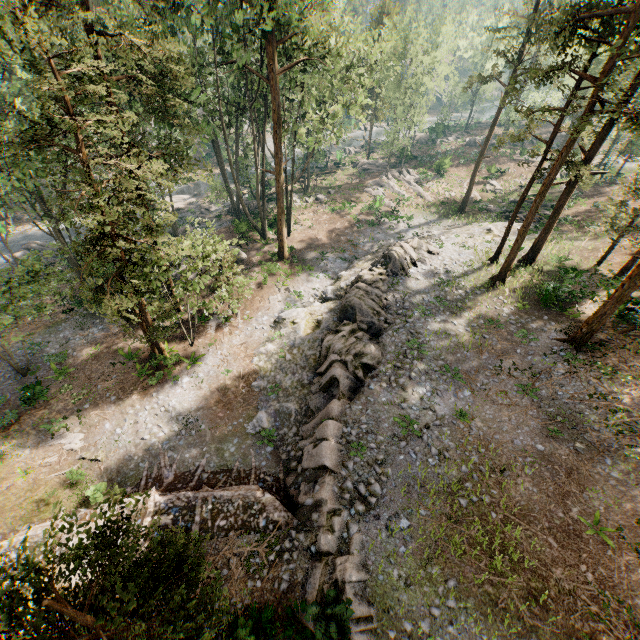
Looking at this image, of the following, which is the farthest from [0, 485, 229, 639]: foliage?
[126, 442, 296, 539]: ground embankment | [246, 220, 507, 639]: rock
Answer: [246, 220, 507, 639]: rock

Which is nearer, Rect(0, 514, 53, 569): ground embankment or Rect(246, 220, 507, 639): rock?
Rect(246, 220, 507, 639): rock

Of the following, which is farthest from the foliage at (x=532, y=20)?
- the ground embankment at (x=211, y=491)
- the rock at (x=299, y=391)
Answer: the rock at (x=299, y=391)

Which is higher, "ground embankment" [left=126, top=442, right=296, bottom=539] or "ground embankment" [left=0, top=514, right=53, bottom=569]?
"ground embankment" [left=0, top=514, right=53, bottom=569]

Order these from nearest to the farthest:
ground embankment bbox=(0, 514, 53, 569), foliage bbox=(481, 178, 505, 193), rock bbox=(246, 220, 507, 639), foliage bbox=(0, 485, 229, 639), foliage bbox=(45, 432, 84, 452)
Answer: foliage bbox=(0, 485, 229, 639)
rock bbox=(246, 220, 507, 639)
ground embankment bbox=(0, 514, 53, 569)
foliage bbox=(45, 432, 84, 452)
foliage bbox=(481, 178, 505, 193)

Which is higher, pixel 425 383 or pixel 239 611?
pixel 425 383

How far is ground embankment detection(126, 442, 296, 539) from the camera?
14.30m

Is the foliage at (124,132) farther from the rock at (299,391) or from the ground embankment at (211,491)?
the rock at (299,391)
